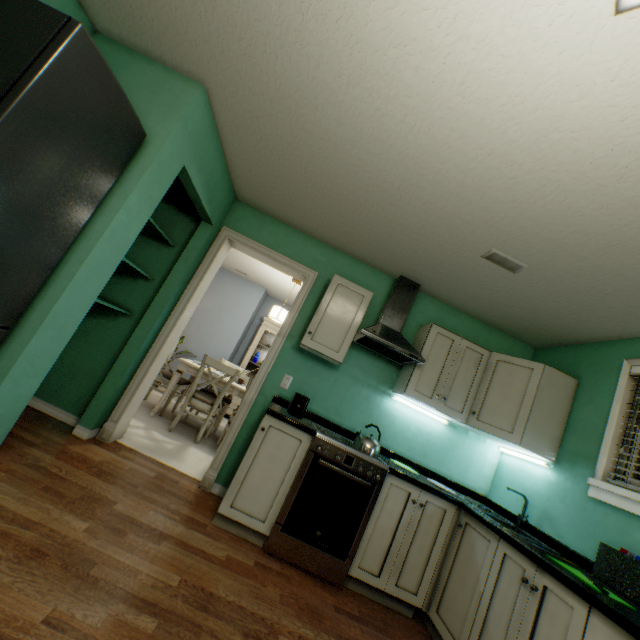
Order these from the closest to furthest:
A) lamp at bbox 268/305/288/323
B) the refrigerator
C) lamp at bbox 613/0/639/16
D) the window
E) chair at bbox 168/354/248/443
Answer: lamp at bbox 613/0/639/16 → the refrigerator → the window → chair at bbox 168/354/248/443 → lamp at bbox 268/305/288/323

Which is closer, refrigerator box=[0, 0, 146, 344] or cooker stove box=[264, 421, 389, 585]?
refrigerator box=[0, 0, 146, 344]

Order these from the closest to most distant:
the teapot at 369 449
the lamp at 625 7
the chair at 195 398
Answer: the lamp at 625 7 < the teapot at 369 449 < the chair at 195 398

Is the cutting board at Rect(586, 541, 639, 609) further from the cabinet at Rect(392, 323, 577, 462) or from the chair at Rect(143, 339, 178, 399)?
the chair at Rect(143, 339, 178, 399)

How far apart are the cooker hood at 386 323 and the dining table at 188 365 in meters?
1.6 m

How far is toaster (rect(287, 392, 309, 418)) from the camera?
2.58m

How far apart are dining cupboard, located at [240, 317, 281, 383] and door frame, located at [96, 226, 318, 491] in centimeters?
293cm

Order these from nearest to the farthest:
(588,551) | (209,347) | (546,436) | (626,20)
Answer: (626,20), (588,551), (546,436), (209,347)
